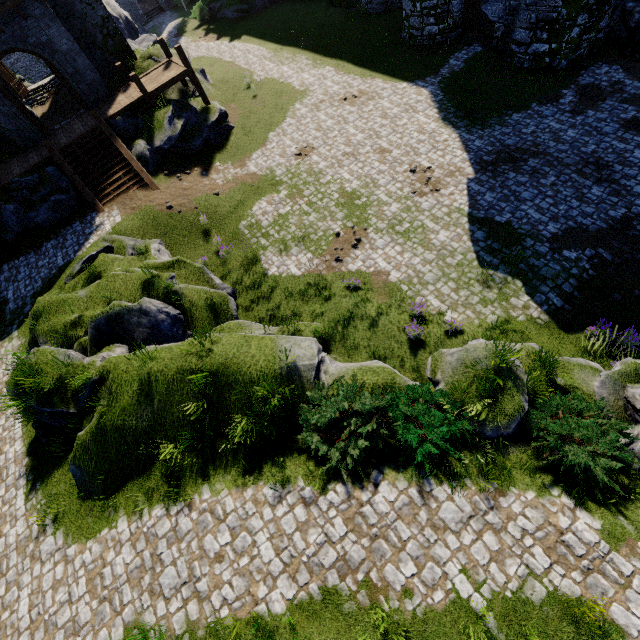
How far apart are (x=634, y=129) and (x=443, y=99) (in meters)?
8.90

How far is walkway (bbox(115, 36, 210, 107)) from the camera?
18.3 meters

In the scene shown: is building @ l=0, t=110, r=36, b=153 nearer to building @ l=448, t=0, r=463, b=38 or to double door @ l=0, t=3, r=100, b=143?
double door @ l=0, t=3, r=100, b=143

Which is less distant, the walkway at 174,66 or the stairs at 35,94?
the walkway at 174,66

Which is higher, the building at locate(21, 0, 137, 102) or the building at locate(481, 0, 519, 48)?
the building at locate(21, 0, 137, 102)

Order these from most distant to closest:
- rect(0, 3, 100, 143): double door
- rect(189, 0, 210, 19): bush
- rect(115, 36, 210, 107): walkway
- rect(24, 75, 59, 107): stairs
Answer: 1. rect(189, 0, 210, 19): bush
2. rect(24, 75, 59, 107): stairs
3. rect(115, 36, 210, 107): walkway
4. rect(0, 3, 100, 143): double door

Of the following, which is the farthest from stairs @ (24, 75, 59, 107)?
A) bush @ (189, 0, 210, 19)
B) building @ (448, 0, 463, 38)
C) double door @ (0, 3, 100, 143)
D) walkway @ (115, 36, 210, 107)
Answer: building @ (448, 0, 463, 38)

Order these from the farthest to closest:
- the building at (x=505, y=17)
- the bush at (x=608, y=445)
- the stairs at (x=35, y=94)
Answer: the stairs at (x=35, y=94), the building at (x=505, y=17), the bush at (x=608, y=445)
